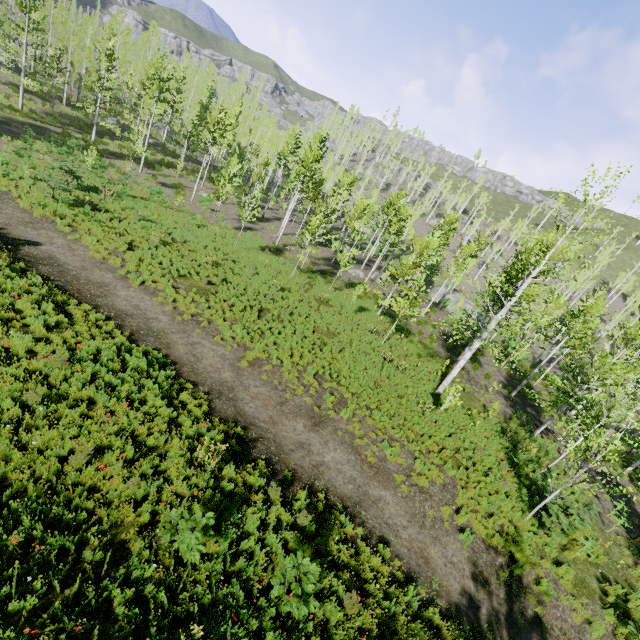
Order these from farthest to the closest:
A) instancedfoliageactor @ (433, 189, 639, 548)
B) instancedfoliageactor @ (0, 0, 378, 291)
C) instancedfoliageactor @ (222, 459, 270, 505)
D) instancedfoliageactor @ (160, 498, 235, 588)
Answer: instancedfoliageactor @ (0, 0, 378, 291)
instancedfoliageactor @ (433, 189, 639, 548)
instancedfoliageactor @ (222, 459, 270, 505)
instancedfoliageactor @ (160, 498, 235, 588)

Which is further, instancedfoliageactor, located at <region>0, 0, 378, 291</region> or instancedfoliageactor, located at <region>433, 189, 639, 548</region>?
instancedfoliageactor, located at <region>0, 0, 378, 291</region>

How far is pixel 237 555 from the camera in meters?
6.5 m

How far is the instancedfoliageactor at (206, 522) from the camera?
5.52m

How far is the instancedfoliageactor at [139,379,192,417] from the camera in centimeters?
870cm

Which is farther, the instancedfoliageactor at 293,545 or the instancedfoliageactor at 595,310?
the instancedfoliageactor at 595,310

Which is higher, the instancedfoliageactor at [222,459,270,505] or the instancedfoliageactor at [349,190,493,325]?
the instancedfoliageactor at [349,190,493,325]
